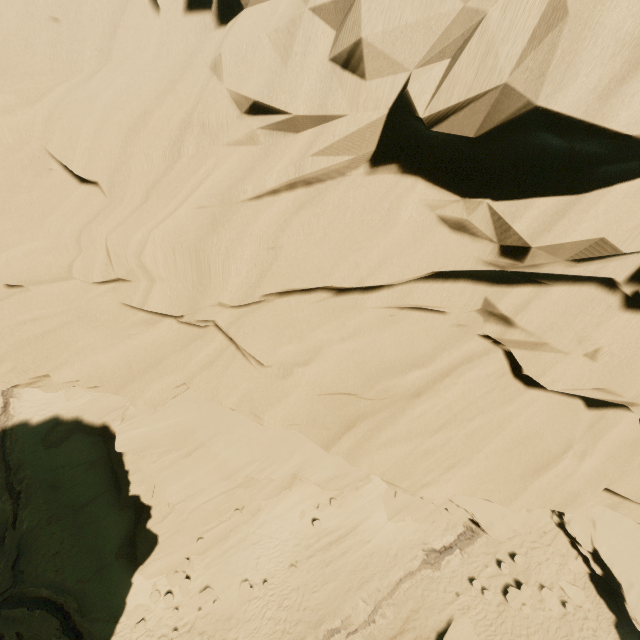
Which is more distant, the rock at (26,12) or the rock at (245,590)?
the rock at (245,590)

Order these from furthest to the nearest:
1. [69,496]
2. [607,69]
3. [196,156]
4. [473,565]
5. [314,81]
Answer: [69,496], [473,565], [196,156], [314,81], [607,69]

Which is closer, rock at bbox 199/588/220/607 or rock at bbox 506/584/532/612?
rock at bbox 506/584/532/612

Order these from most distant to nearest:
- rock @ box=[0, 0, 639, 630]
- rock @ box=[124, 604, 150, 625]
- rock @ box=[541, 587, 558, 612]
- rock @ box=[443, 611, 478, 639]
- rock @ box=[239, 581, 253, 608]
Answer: rock @ box=[239, 581, 253, 608], rock @ box=[124, 604, 150, 625], rock @ box=[541, 587, 558, 612], rock @ box=[443, 611, 478, 639], rock @ box=[0, 0, 639, 630]

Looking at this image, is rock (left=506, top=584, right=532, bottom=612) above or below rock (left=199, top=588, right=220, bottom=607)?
above

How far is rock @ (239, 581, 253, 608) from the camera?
17.12m
